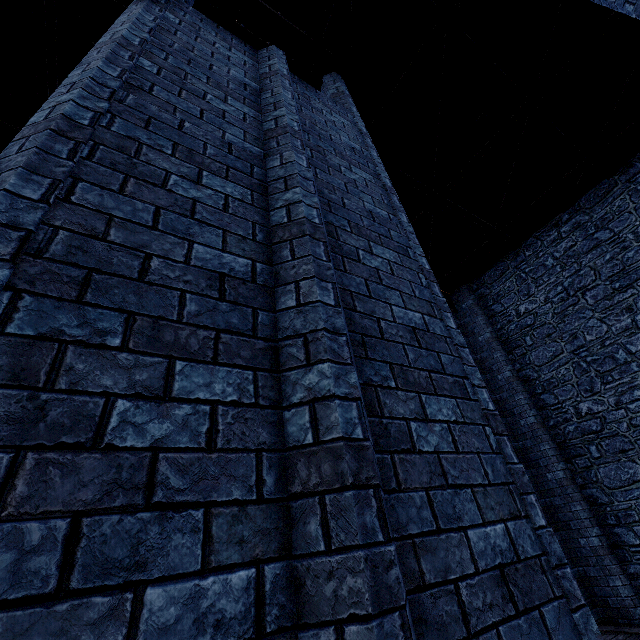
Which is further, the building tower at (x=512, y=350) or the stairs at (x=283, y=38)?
the building tower at (x=512, y=350)

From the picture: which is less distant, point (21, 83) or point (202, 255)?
point (202, 255)

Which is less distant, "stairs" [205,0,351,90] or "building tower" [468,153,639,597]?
"stairs" [205,0,351,90]
